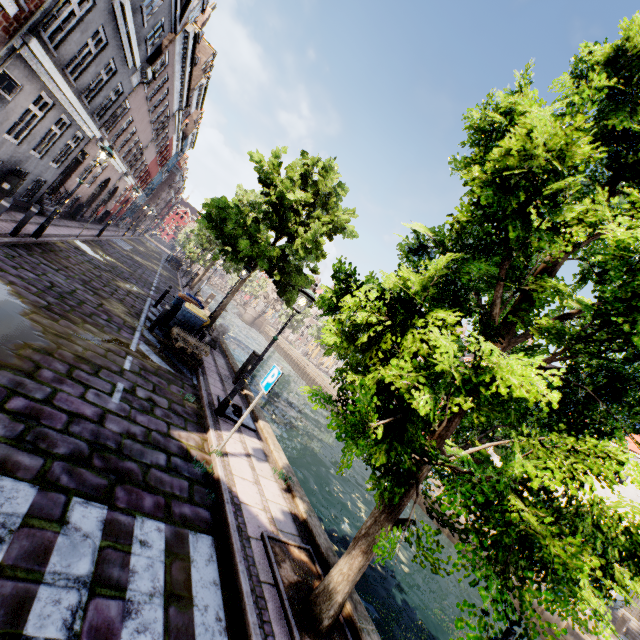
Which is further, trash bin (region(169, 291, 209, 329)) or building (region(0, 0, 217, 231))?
trash bin (region(169, 291, 209, 329))

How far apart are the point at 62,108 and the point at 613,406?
16.0m

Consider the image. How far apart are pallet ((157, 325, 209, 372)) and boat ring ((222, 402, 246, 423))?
1.40m

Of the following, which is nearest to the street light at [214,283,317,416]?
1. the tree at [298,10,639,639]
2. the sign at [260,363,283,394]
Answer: the sign at [260,363,283,394]

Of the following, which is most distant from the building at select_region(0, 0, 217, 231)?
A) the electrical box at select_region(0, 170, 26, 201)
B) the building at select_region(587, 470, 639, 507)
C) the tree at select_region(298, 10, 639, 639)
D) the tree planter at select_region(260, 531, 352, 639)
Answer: the building at select_region(587, 470, 639, 507)

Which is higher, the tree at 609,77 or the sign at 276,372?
the tree at 609,77

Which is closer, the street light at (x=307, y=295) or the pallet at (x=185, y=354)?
the street light at (x=307, y=295)

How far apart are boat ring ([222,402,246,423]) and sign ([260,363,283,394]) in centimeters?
209cm
